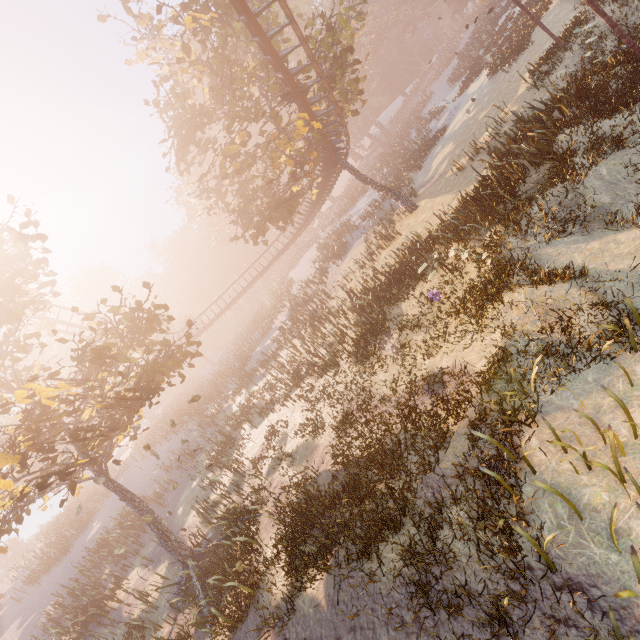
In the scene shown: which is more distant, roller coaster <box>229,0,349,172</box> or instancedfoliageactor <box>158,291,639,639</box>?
roller coaster <box>229,0,349,172</box>

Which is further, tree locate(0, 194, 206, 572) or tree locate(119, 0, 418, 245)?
tree locate(119, 0, 418, 245)

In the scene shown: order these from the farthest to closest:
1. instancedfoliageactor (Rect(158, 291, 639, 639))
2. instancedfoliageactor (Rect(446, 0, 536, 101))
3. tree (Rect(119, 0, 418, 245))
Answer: instancedfoliageactor (Rect(446, 0, 536, 101)) → tree (Rect(119, 0, 418, 245)) → instancedfoliageactor (Rect(158, 291, 639, 639))

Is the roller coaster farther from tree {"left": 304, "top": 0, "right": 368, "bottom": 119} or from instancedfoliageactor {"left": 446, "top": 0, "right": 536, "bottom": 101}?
instancedfoliageactor {"left": 446, "top": 0, "right": 536, "bottom": 101}

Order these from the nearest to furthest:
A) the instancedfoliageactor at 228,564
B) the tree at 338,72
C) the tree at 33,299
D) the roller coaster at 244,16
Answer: the instancedfoliageactor at 228,564
the tree at 33,299
the roller coaster at 244,16
the tree at 338,72

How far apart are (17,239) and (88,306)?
55.6m

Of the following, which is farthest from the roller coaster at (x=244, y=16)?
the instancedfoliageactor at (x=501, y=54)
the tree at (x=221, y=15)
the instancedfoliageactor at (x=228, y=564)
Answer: the instancedfoliageactor at (x=501, y=54)
